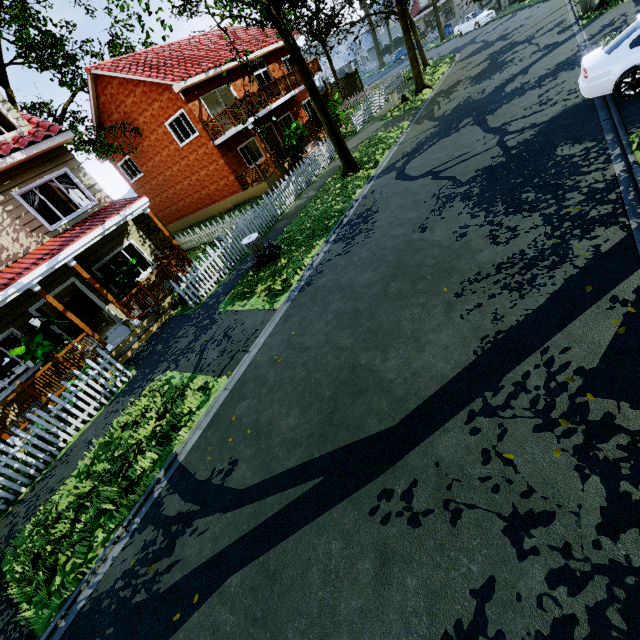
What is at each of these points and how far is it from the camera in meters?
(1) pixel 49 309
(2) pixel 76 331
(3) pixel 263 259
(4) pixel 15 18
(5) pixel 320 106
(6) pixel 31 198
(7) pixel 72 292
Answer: (1) stairs, 16.2
(2) couch, 12.8
(3) trash bag, 10.6
(4) tree, 19.3
(5) tree, 13.0
(6) curtain, 10.7
(7) stairs, 17.0

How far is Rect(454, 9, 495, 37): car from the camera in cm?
3112

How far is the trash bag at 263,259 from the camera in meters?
10.6 m

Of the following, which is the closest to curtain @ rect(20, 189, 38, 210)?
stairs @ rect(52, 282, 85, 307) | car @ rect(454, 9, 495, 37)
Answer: stairs @ rect(52, 282, 85, 307)

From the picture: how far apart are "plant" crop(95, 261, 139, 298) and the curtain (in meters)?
2.55

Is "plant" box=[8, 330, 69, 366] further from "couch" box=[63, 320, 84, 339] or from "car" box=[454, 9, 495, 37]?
"car" box=[454, 9, 495, 37]

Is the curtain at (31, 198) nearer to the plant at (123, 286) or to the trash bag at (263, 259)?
the plant at (123, 286)

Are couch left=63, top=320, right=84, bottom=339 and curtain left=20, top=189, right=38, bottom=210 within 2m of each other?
no
